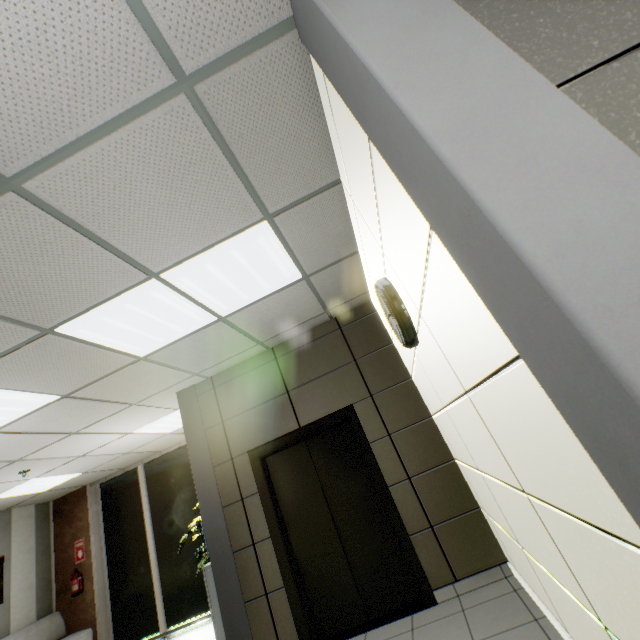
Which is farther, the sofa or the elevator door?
the sofa

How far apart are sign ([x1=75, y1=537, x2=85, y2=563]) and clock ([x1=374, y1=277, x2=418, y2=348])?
8.75m

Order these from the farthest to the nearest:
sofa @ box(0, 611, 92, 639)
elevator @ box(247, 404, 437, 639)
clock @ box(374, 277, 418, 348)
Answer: sofa @ box(0, 611, 92, 639), elevator @ box(247, 404, 437, 639), clock @ box(374, 277, 418, 348)

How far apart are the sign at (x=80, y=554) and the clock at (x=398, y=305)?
8.7 meters

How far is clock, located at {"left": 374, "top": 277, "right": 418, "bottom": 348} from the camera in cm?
220

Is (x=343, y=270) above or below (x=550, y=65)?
above

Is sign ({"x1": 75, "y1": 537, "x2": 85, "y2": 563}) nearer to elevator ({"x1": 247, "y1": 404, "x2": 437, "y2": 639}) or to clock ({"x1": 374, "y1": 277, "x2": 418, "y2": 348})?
elevator ({"x1": 247, "y1": 404, "x2": 437, "y2": 639})

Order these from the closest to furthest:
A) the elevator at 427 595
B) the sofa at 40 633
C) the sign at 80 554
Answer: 1. the elevator at 427 595
2. the sofa at 40 633
3. the sign at 80 554
